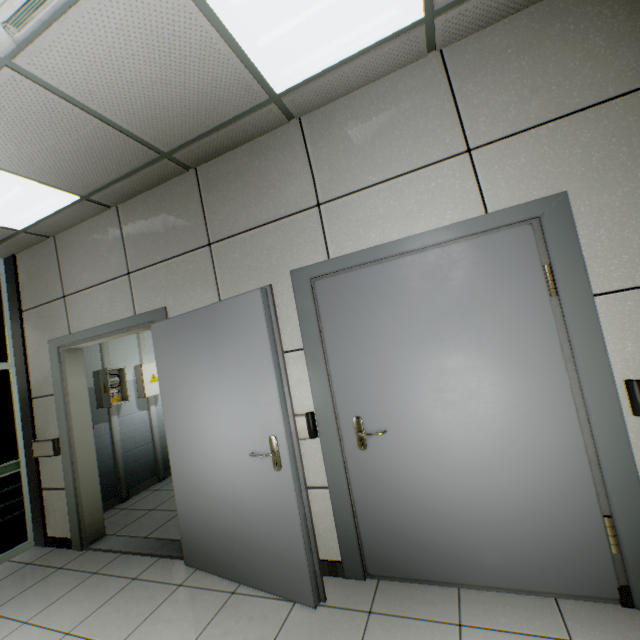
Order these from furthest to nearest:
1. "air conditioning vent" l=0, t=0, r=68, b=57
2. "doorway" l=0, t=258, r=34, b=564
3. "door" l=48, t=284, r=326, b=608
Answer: "doorway" l=0, t=258, r=34, b=564 → "door" l=48, t=284, r=326, b=608 → "air conditioning vent" l=0, t=0, r=68, b=57

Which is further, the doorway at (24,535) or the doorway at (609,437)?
the doorway at (24,535)

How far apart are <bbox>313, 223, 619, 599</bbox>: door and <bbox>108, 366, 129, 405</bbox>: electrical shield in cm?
365

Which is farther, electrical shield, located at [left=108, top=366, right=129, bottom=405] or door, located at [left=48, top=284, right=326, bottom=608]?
electrical shield, located at [left=108, top=366, right=129, bottom=405]

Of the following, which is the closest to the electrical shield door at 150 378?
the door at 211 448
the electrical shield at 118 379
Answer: the electrical shield at 118 379

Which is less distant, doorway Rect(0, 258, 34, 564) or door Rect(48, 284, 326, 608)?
door Rect(48, 284, 326, 608)

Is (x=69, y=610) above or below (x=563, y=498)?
below

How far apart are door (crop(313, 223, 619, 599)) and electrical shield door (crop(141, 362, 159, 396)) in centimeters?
377cm
